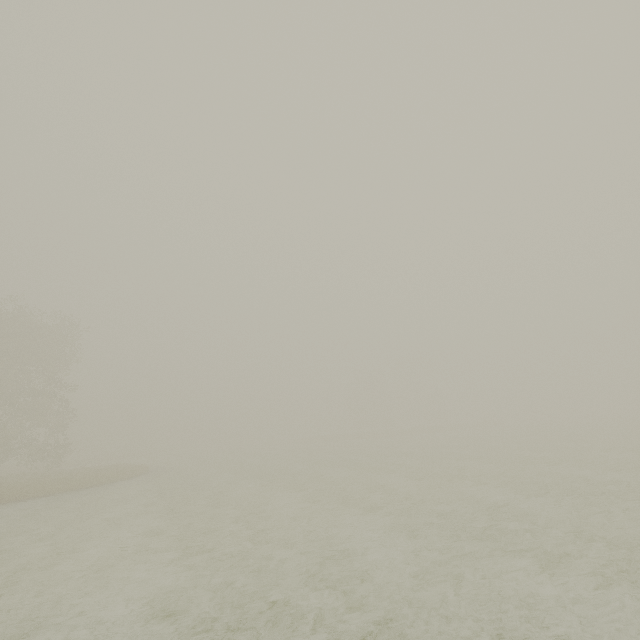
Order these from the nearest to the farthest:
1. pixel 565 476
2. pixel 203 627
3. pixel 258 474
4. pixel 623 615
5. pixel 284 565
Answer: pixel 623 615 < pixel 203 627 < pixel 284 565 < pixel 565 476 < pixel 258 474
